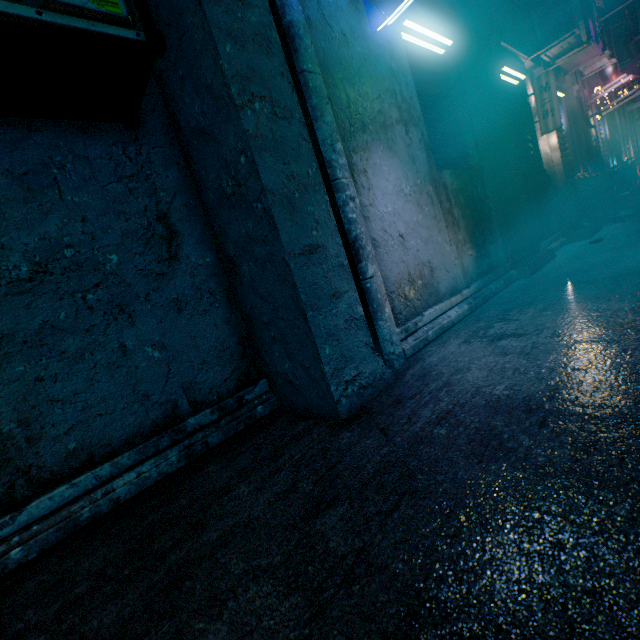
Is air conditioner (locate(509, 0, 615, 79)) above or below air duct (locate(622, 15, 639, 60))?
below

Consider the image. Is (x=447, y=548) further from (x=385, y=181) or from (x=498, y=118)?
(x=498, y=118)

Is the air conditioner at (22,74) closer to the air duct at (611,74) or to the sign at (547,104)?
the sign at (547,104)

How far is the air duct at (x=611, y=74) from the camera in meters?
7.2 m

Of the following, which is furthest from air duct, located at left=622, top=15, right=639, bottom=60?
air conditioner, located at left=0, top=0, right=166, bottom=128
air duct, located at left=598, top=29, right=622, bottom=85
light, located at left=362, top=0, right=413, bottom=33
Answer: air conditioner, located at left=0, top=0, right=166, bottom=128

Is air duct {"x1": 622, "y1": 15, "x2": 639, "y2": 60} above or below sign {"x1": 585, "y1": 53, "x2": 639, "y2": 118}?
above

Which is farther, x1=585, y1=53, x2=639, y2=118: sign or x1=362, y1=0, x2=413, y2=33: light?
x1=585, y1=53, x2=639, y2=118: sign

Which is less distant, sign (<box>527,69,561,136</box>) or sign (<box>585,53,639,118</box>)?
sign (<box>527,69,561,136</box>)
